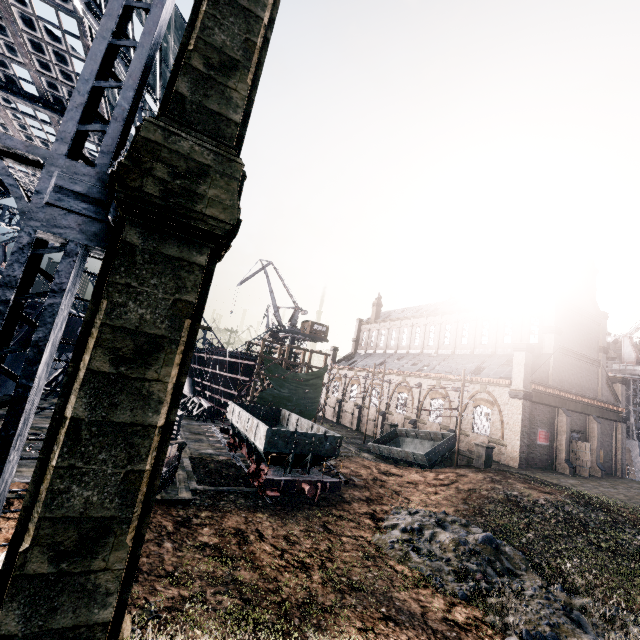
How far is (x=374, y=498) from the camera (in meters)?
20.42

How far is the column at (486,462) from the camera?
26.2 meters

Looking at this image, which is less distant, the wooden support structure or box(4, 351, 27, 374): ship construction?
box(4, 351, 27, 374): ship construction

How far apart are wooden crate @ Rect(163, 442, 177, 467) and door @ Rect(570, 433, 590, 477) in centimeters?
3706cm

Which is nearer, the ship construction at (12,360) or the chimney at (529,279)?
the ship construction at (12,360)

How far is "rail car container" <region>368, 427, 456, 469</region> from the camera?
26.7 meters

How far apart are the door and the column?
12.6m
